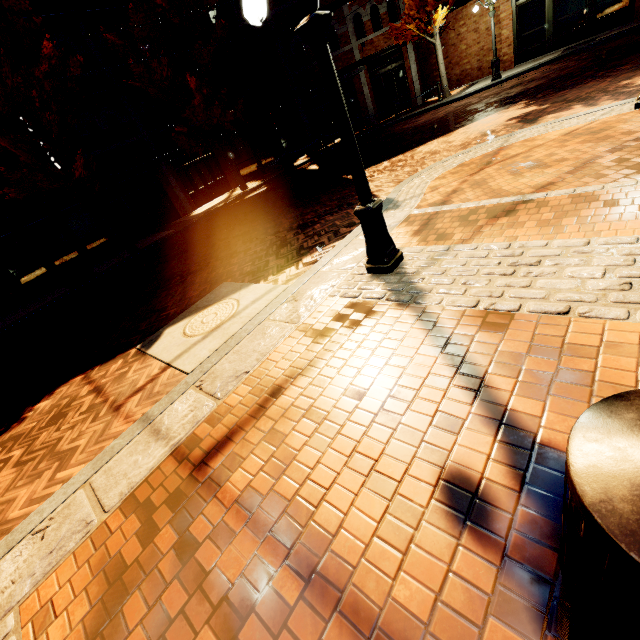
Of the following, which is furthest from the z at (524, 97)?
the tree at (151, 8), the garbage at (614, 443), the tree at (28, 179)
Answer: the garbage at (614, 443)

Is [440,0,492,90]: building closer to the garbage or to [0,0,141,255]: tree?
[0,0,141,255]: tree

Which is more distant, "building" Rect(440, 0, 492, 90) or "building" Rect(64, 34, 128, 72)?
"building" Rect(440, 0, 492, 90)

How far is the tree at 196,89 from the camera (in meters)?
13.64

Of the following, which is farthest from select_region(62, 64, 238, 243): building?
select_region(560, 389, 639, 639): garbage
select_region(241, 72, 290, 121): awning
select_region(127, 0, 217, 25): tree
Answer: select_region(560, 389, 639, 639): garbage

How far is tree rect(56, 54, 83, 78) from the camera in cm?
1068

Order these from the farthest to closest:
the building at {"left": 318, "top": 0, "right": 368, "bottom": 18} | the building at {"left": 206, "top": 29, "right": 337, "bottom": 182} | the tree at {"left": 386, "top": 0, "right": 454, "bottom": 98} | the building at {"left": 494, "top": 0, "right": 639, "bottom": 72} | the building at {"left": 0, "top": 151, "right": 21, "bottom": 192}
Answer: the building at {"left": 206, "top": 29, "right": 337, "bottom": 182} < the building at {"left": 318, "top": 0, "right": 368, "bottom": 18} < the tree at {"left": 386, "top": 0, "right": 454, "bottom": 98} < the building at {"left": 494, "top": 0, "right": 639, "bottom": 72} < the building at {"left": 0, "top": 151, "right": 21, "bottom": 192}

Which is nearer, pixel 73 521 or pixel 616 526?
pixel 616 526
